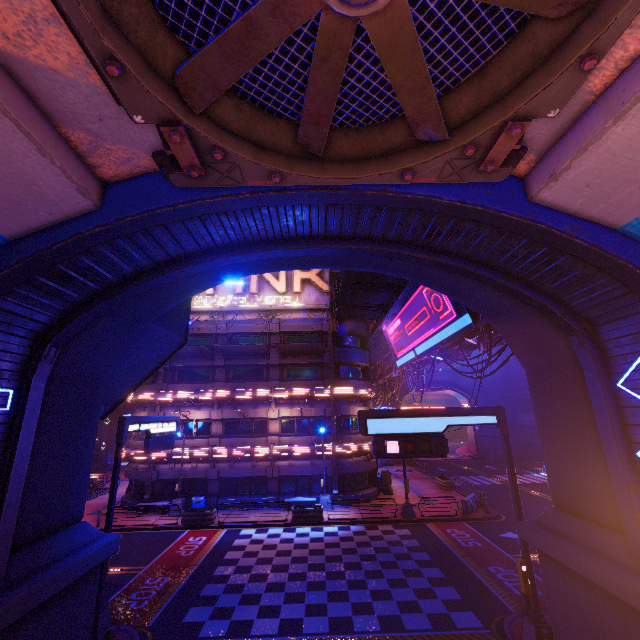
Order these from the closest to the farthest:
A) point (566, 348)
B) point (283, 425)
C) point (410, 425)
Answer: point (566, 348) → point (410, 425) → point (283, 425)

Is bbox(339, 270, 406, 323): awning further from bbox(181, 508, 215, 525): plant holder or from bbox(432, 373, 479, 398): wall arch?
bbox(432, 373, 479, 398): wall arch

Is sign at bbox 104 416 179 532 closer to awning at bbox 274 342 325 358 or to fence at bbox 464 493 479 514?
fence at bbox 464 493 479 514

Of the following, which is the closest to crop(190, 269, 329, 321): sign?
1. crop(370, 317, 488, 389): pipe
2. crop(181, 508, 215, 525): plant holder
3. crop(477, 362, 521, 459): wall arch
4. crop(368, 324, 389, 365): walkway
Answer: crop(368, 324, 389, 365): walkway

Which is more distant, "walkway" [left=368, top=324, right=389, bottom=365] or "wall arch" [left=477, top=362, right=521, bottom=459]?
"wall arch" [left=477, top=362, right=521, bottom=459]

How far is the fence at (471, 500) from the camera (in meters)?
23.08

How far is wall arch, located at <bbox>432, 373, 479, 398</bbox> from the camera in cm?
5038

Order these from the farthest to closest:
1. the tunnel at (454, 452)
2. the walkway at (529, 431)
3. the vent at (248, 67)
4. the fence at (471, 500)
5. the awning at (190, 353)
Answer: the tunnel at (454, 452) < the walkway at (529, 431) < the awning at (190, 353) < the fence at (471, 500) < the vent at (248, 67)
